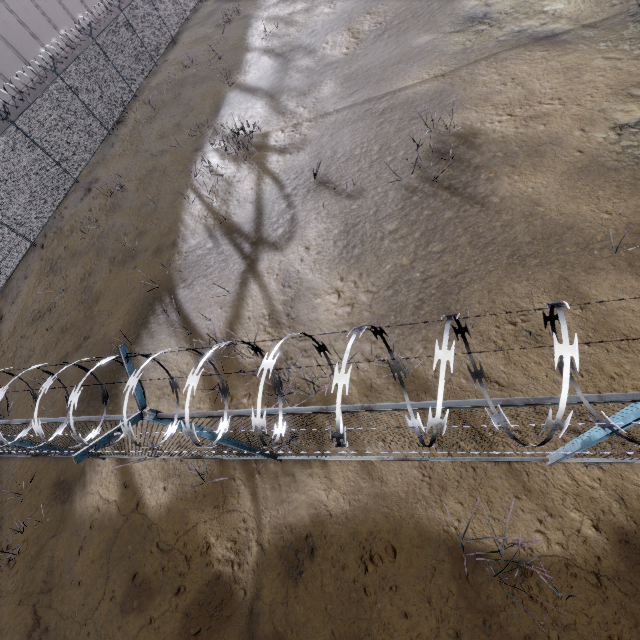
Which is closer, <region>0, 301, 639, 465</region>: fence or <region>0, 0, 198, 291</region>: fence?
<region>0, 301, 639, 465</region>: fence

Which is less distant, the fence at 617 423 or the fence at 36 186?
the fence at 617 423

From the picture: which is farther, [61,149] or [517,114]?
[61,149]
